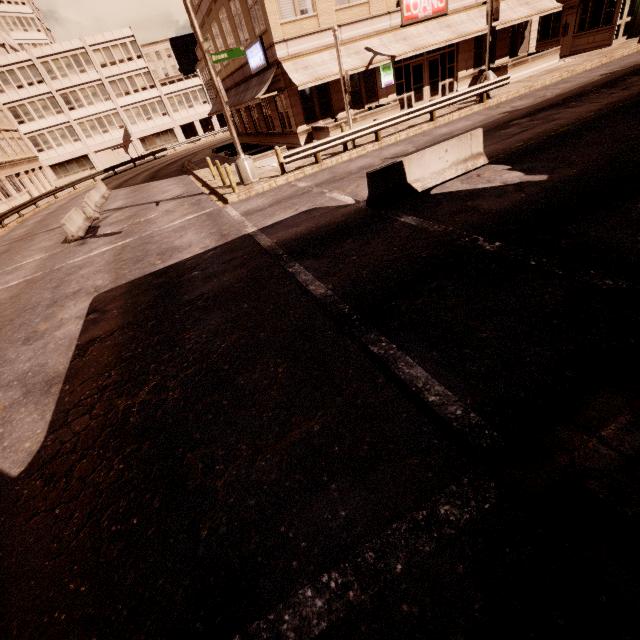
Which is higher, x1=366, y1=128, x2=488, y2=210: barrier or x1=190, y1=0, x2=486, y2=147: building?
x1=190, y1=0, x2=486, y2=147: building

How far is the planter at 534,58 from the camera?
22.0m

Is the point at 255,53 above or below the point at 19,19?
below

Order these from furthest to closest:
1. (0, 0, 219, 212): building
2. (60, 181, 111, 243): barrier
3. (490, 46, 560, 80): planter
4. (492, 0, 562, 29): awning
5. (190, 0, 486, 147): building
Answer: (0, 0, 219, 212): building < (490, 46, 560, 80): planter < (492, 0, 562, 29): awning < (190, 0, 486, 147): building < (60, 181, 111, 243): barrier

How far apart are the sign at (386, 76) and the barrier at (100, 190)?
19.7 meters

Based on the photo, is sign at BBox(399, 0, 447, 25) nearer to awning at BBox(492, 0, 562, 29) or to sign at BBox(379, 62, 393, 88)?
awning at BBox(492, 0, 562, 29)

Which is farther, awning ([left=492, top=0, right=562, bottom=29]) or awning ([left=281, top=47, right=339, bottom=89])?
awning ([left=492, top=0, right=562, bottom=29])

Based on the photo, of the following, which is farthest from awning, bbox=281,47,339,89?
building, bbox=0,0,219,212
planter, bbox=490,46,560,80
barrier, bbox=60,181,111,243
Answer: building, bbox=0,0,219,212
